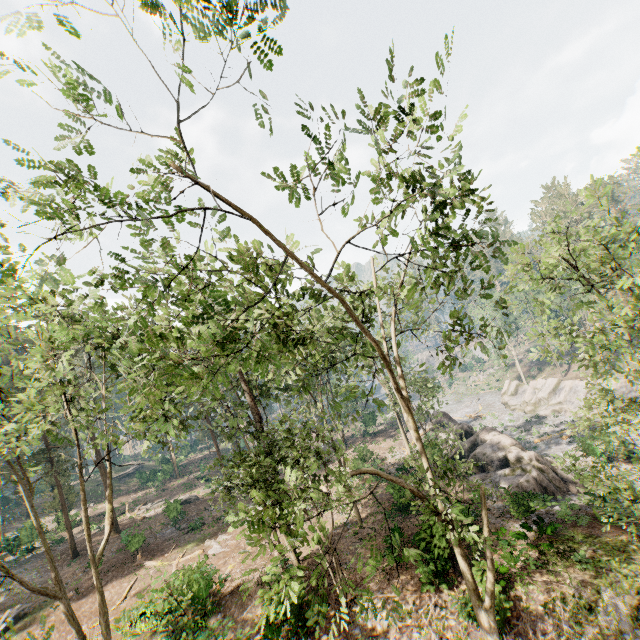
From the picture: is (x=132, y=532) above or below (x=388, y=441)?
above

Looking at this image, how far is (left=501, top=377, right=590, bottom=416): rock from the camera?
40.6 meters

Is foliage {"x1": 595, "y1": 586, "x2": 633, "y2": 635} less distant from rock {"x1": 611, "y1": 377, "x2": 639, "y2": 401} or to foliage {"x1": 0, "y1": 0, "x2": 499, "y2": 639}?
foliage {"x1": 0, "y1": 0, "x2": 499, "y2": 639}

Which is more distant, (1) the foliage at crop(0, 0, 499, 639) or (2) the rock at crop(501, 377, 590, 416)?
(2) the rock at crop(501, 377, 590, 416)

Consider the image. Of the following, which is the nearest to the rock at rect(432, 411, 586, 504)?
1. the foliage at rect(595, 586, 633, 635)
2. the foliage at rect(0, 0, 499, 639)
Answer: the foliage at rect(0, 0, 499, 639)

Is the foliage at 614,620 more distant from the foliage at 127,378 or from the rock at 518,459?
the rock at 518,459

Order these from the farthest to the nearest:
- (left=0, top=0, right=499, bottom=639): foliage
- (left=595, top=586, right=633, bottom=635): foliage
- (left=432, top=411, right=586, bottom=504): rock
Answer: (left=432, top=411, right=586, bottom=504): rock, (left=595, top=586, right=633, bottom=635): foliage, (left=0, top=0, right=499, bottom=639): foliage

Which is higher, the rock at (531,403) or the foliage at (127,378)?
the foliage at (127,378)
